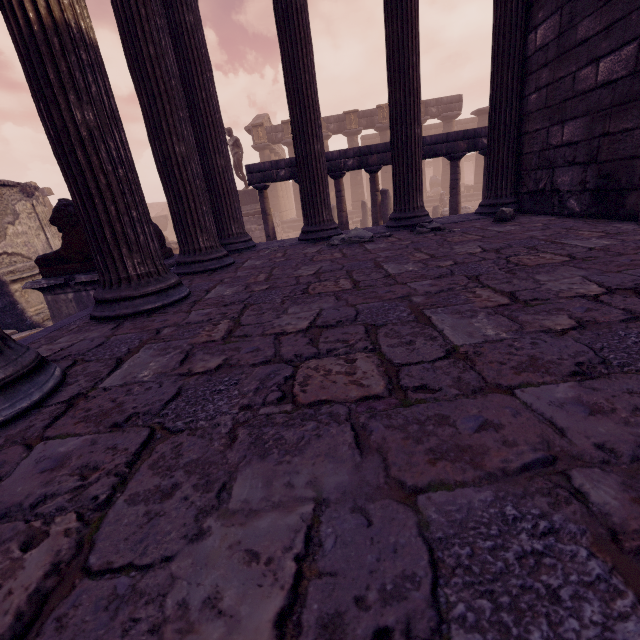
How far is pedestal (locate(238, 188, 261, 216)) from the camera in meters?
16.0

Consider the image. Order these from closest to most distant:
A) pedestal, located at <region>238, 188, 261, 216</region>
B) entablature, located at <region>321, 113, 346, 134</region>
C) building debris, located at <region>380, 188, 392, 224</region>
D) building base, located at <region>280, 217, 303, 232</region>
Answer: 1. building debris, located at <region>380, 188, 392, 224</region>
2. pedestal, located at <region>238, 188, 261, 216</region>
3. entablature, located at <region>321, 113, 346, 134</region>
4. building base, located at <region>280, 217, 303, 232</region>

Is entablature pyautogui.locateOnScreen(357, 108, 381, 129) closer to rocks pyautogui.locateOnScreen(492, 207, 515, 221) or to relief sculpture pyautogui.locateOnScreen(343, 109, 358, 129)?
relief sculpture pyautogui.locateOnScreen(343, 109, 358, 129)

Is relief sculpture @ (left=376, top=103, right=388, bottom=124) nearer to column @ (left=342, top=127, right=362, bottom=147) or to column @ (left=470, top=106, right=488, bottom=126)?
column @ (left=342, top=127, right=362, bottom=147)

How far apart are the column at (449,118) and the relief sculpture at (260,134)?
12.3 meters

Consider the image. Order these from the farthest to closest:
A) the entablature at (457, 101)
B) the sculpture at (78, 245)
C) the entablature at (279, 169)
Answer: the entablature at (457, 101), the entablature at (279, 169), the sculpture at (78, 245)

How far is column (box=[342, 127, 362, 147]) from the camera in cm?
2262

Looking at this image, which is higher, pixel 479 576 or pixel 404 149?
pixel 404 149
